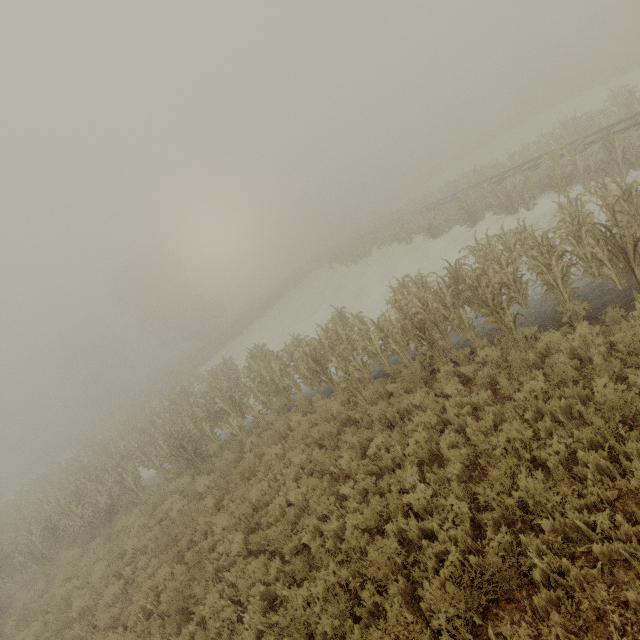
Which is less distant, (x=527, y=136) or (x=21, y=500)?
(x=21, y=500)

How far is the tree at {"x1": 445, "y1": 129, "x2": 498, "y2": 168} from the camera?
49.9 meters

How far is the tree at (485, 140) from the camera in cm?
4988
